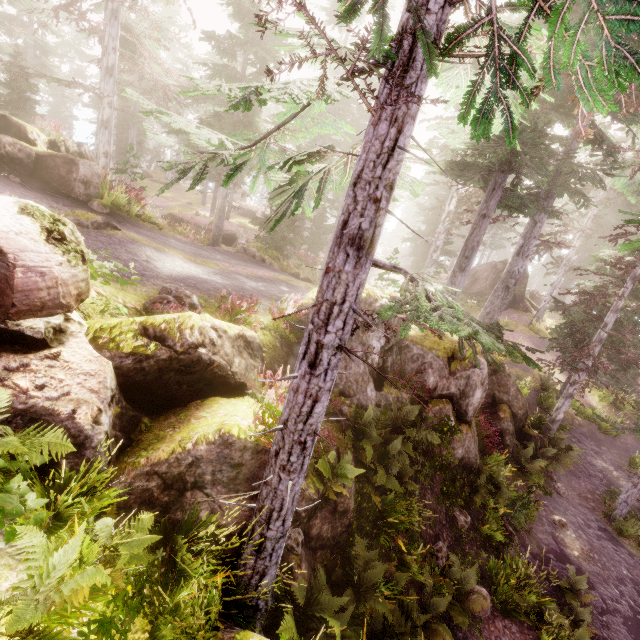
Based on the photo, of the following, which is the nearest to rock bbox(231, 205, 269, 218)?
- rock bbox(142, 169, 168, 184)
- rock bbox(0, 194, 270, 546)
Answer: rock bbox(142, 169, 168, 184)

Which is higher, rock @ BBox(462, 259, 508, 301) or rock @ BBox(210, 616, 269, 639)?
rock @ BBox(462, 259, 508, 301)

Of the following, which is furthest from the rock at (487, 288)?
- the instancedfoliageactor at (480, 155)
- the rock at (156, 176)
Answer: the rock at (156, 176)

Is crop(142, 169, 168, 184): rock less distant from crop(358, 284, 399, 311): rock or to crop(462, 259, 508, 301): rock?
crop(358, 284, 399, 311): rock

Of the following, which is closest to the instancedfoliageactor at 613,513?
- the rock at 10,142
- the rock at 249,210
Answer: the rock at 10,142

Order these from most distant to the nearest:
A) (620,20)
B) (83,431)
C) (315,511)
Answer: (315,511) → (83,431) → (620,20)

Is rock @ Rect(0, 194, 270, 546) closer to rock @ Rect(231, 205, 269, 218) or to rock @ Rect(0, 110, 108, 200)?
rock @ Rect(0, 110, 108, 200)

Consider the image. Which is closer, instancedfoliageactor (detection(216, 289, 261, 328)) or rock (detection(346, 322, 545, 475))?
instancedfoliageactor (detection(216, 289, 261, 328))
